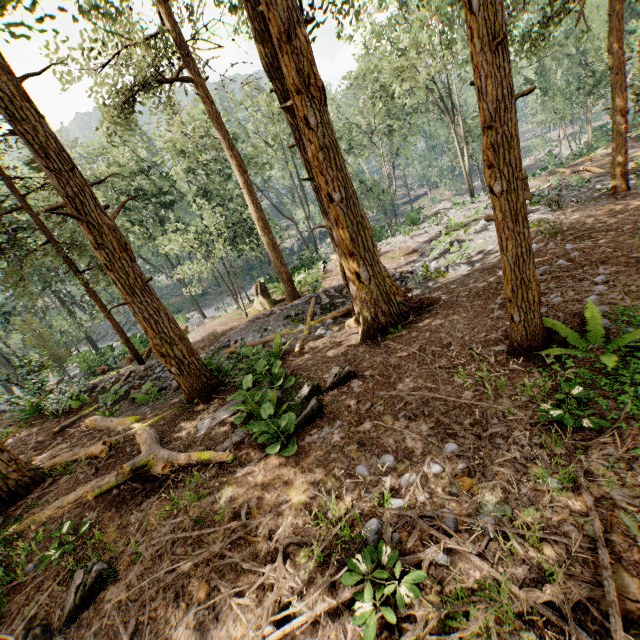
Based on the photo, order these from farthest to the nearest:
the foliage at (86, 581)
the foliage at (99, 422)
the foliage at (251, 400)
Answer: the foliage at (99, 422) < the foliage at (251, 400) < the foliage at (86, 581)

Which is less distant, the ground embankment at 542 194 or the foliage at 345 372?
the foliage at 345 372

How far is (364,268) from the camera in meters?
7.9

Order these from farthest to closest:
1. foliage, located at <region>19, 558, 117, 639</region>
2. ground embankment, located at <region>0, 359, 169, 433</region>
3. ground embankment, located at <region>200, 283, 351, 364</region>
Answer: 1. ground embankment, located at <region>200, 283, 351, 364</region>
2. ground embankment, located at <region>0, 359, 169, 433</region>
3. foliage, located at <region>19, 558, 117, 639</region>

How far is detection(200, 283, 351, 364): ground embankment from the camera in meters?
12.9

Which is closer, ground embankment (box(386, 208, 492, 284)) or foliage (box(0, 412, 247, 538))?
foliage (box(0, 412, 247, 538))

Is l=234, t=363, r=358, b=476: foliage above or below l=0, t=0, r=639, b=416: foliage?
below
